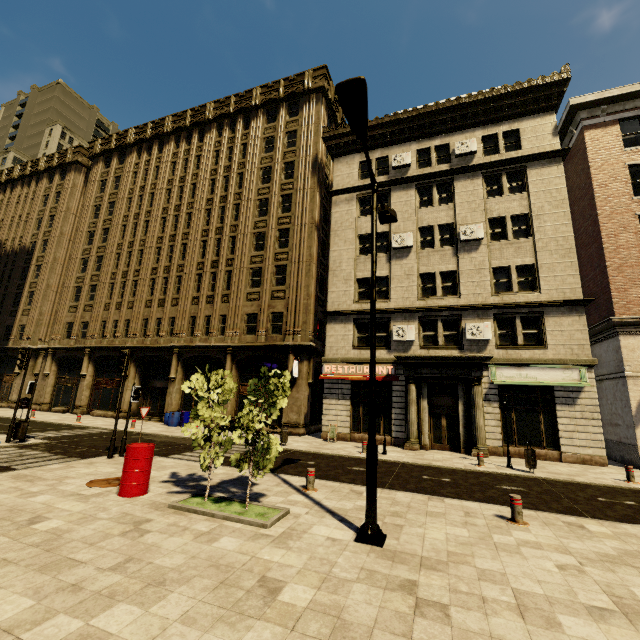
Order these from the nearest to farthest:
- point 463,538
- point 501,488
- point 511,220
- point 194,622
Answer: point 194,622 < point 463,538 < point 501,488 < point 511,220

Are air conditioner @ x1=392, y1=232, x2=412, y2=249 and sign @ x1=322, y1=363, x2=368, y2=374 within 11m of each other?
yes

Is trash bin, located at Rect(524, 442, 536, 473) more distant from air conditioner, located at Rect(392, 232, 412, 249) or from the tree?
air conditioner, located at Rect(392, 232, 412, 249)

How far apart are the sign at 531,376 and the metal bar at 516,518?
10.53m

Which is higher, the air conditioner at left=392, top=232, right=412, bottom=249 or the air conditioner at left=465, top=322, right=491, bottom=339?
the air conditioner at left=392, top=232, right=412, bottom=249

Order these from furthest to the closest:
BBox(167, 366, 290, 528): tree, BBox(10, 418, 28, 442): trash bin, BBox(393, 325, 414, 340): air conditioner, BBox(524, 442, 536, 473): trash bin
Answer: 1. BBox(393, 325, 414, 340): air conditioner
2. BBox(10, 418, 28, 442): trash bin
3. BBox(524, 442, 536, 473): trash bin
4. BBox(167, 366, 290, 528): tree

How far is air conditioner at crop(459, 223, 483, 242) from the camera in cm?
1881

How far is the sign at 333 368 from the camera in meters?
19.4 m
